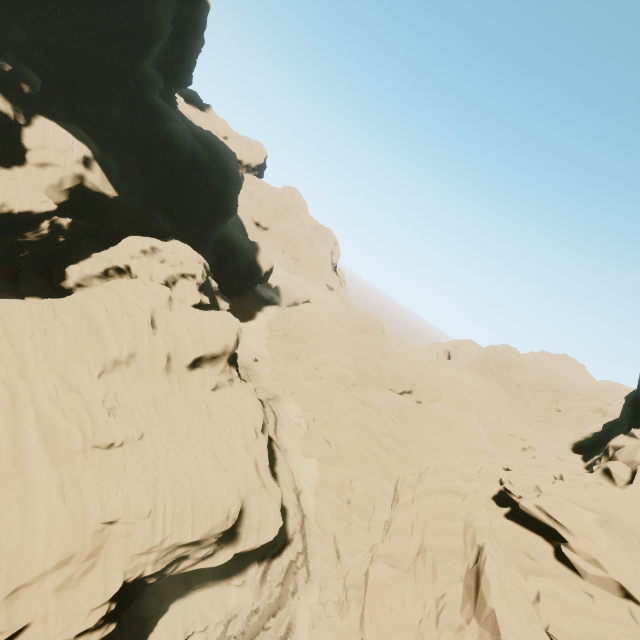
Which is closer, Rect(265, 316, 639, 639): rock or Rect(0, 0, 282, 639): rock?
Rect(265, 316, 639, 639): rock

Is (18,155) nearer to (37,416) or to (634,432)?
(37,416)

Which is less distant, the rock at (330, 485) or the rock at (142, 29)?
the rock at (330, 485)
